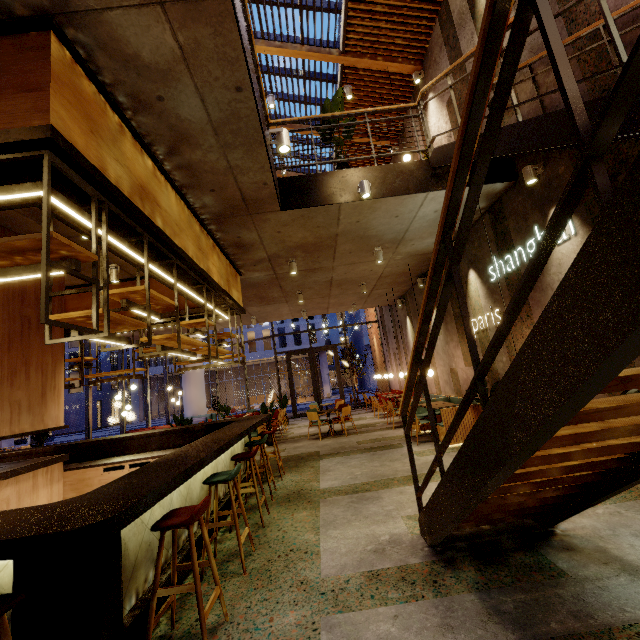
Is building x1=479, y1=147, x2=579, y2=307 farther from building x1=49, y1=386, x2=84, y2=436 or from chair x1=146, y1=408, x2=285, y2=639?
building x1=49, y1=386, x2=84, y2=436

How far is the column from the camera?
17.69m

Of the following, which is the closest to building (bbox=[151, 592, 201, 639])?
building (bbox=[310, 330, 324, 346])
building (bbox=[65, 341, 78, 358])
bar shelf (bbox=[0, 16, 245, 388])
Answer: bar shelf (bbox=[0, 16, 245, 388])

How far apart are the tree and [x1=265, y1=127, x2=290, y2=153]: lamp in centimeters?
215cm

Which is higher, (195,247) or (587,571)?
(195,247)

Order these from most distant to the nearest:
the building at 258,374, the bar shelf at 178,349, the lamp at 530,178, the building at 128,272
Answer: the building at 258,374 < the building at 128,272 < the lamp at 530,178 < the bar shelf at 178,349

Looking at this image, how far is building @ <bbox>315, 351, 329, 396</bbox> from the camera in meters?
41.9 m

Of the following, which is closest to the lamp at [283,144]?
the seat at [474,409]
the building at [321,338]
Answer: the seat at [474,409]
